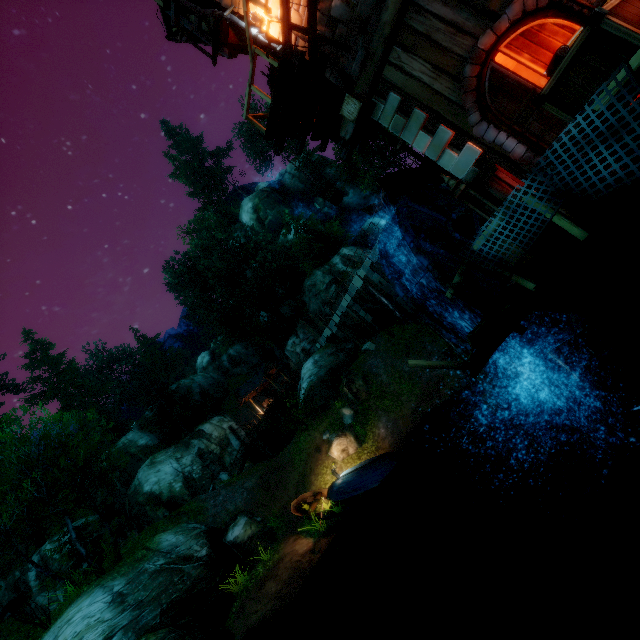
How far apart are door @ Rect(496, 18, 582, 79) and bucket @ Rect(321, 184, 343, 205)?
3.56m

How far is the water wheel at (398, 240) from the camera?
8.32m

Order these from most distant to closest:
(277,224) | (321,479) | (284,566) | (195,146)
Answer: (195,146) < (277,224) < (321,479) < (284,566)

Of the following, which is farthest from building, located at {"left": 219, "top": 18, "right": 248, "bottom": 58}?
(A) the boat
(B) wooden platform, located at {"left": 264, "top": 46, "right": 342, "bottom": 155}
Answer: (A) the boat

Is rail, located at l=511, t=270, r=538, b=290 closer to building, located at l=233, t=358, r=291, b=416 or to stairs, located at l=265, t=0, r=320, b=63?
stairs, located at l=265, t=0, r=320, b=63

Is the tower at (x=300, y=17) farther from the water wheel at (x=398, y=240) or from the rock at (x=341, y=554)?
the rock at (x=341, y=554)

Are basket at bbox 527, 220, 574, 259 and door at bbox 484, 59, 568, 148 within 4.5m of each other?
yes

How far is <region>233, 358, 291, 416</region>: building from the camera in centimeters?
3528cm
